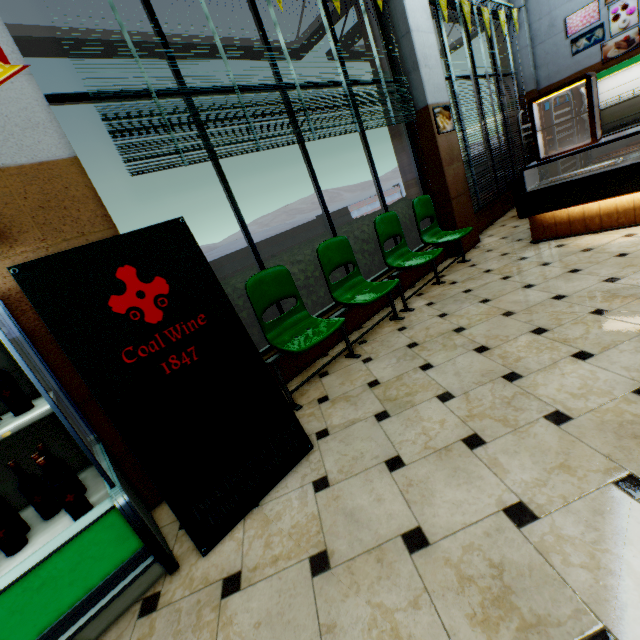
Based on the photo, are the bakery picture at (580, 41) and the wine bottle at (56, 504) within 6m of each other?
no

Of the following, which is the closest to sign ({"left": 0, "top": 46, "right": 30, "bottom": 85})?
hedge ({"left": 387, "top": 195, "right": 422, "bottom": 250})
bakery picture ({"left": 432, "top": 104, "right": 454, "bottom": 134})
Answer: hedge ({"left": 387, "top": 195, "right": 422, "bottom": 250})

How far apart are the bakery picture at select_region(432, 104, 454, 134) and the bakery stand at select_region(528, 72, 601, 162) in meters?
1.1 m

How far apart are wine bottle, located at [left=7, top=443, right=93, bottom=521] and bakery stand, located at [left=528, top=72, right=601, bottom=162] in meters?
5.6 m

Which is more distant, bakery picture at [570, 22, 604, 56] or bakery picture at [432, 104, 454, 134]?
bakery picture at [570, 22, 604, 56]

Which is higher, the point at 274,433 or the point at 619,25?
the point at 619,25

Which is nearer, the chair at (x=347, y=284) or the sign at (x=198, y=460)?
the sign at (x=198, y=460)

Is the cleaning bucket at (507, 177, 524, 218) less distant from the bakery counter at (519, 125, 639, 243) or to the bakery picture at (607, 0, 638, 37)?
the bakery counter at (519, 125, 639, 243)
